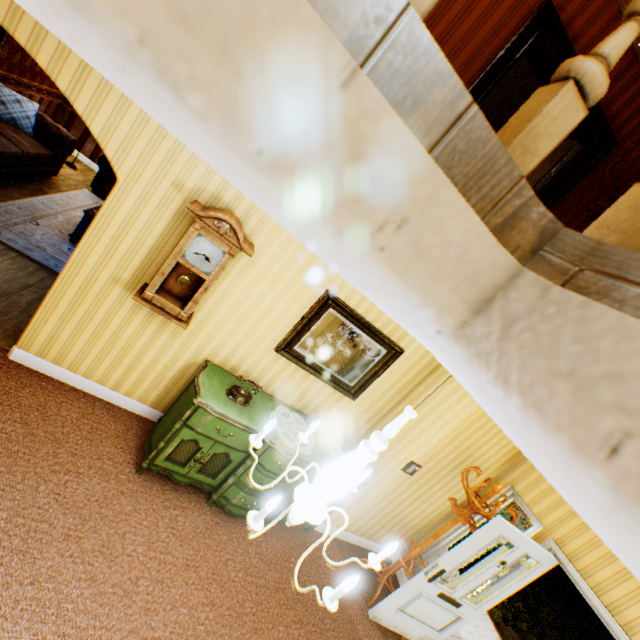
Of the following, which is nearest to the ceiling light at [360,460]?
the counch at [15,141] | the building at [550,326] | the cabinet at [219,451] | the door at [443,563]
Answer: the building at [550,326]

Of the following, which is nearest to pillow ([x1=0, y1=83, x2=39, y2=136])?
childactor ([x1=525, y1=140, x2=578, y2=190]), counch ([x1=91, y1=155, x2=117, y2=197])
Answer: counch ([x1=91, y1=155, x2=117, y2=197])

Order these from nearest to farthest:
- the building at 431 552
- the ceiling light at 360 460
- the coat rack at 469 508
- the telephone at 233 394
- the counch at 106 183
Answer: the ceiling light at 360 460, the telephone at 233 394, the coat rack at 469 508, the building at 431 552, the counch at 106 183

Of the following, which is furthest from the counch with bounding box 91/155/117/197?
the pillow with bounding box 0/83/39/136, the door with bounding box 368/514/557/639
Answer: the door with bounding box 368/514/557/639

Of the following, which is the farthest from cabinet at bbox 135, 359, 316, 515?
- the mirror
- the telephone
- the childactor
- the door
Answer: the childactor

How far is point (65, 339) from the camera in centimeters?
345cm

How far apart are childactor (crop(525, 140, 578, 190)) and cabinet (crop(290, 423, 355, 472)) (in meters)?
2.33

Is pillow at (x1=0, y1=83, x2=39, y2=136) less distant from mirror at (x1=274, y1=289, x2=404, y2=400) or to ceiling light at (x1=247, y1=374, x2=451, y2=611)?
mirror at (x1=274, y1=289, x2=404, y2=400)
